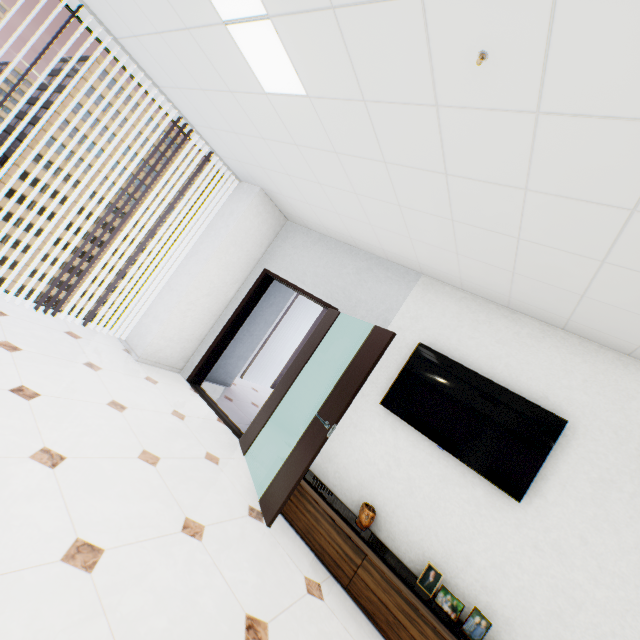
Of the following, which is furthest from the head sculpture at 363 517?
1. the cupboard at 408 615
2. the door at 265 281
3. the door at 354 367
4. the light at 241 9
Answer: the light at 241 9

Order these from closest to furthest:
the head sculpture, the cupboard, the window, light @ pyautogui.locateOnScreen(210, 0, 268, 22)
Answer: light @ pyautogui.locateOnScreen(210, 0, 268, 22), the cupboard, the head sculpture, the window

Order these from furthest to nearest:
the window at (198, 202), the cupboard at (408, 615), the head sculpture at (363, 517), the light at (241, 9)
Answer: the window at (198, 202) → the head sculpture at (363, 517) → the cupboard at (408, 615) → the light at (241, 9)

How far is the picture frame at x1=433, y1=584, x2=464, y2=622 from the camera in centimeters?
256cm

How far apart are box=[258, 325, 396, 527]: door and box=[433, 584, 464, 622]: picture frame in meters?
1.3

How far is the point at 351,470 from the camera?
3.4 meters

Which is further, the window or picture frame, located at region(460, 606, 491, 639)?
the window

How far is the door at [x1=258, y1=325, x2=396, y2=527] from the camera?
2.9 meters
